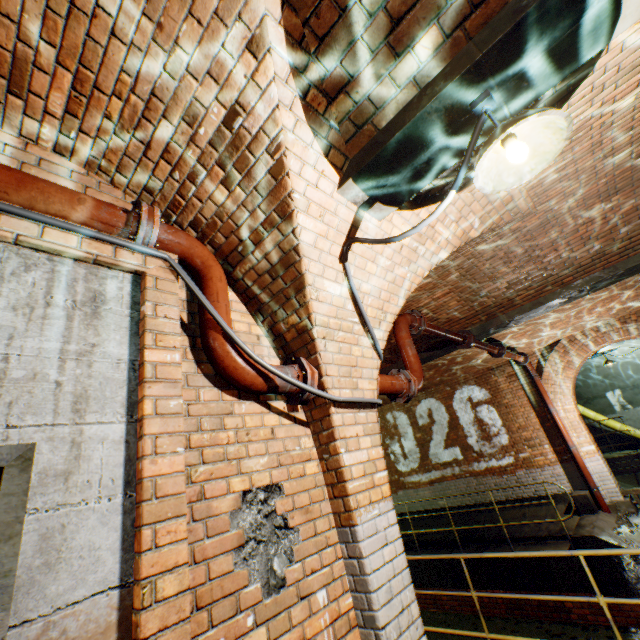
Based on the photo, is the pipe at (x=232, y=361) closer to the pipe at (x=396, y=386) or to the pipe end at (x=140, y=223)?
the pipe end at (x=140, y=223)

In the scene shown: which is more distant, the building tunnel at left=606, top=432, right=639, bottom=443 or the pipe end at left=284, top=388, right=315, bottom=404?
the building tunnel at left=606, top=432, right=639, bottom=443

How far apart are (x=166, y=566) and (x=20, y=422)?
0.9 meters

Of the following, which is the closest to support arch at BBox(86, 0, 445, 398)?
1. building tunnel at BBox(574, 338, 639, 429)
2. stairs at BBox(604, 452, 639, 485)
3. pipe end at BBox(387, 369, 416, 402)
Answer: pipe end at BBox(387, 369, 416, 402)

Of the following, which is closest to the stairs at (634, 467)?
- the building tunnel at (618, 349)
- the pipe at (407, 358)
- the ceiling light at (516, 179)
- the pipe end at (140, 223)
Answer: the building tunnel at (618, 349)

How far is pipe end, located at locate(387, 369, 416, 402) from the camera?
3.5m

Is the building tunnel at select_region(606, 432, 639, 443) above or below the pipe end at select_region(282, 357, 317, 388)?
below

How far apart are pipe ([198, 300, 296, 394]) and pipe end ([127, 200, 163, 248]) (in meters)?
0.01
